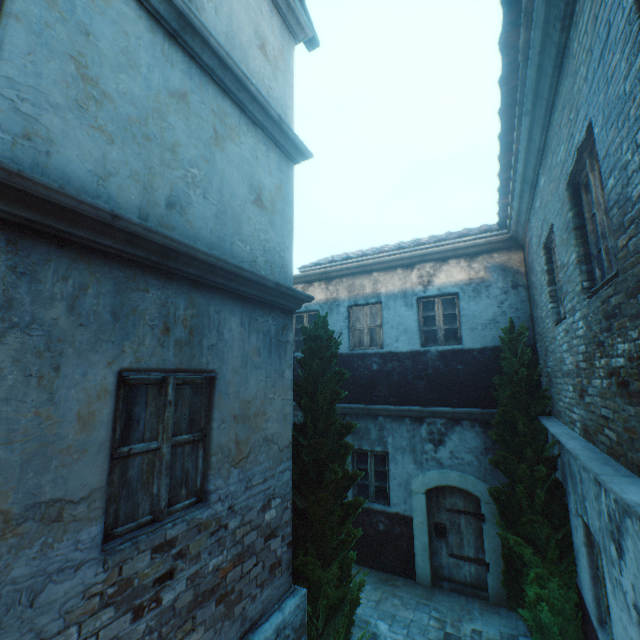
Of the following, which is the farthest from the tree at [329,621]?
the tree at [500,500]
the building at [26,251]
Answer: the building at [26,251]

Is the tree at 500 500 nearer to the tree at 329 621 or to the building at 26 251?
the tree at 329 621

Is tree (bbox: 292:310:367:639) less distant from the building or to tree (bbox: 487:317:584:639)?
tree (bbox: 487:317:584:639)

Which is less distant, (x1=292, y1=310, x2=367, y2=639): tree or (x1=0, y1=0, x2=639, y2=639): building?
(x1=0, y1=0, x2=639, y2=639): building

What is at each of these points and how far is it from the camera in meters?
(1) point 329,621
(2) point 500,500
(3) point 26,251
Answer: (1) tree, 4.7
(2) tree, 6.1
(3) building, 2.1

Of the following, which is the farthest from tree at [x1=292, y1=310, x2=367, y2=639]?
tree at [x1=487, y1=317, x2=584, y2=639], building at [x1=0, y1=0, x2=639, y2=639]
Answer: building at [x1=0, y1=0, x2=639, y2=639]

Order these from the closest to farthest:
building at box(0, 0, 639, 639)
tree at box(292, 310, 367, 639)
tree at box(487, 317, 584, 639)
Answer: building at box(0, 0, 639, 639)
tree at box(292, 310, 367, 639)
tree at box(487, 317, 584, 639)
